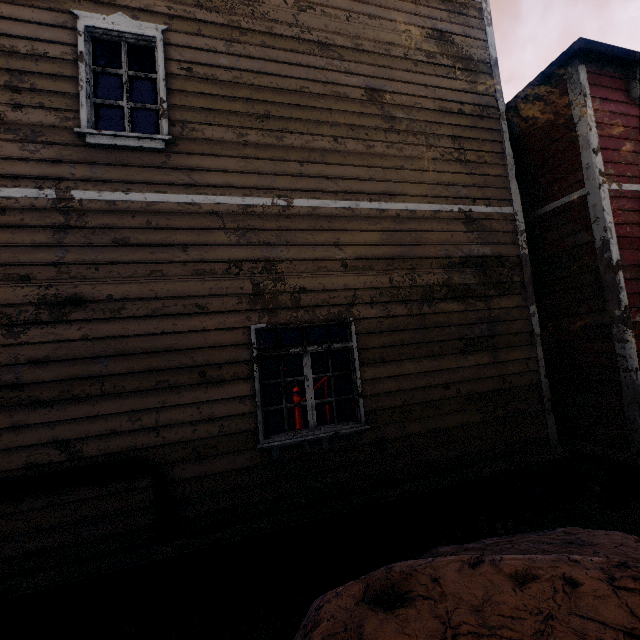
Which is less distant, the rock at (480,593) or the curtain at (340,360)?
the rock at (480,593)

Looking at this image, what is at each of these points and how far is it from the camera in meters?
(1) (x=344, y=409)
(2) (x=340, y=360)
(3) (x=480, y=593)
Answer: (1) curtain, 4.5
(2) curtain, 4.5
(3) rock, 1.6

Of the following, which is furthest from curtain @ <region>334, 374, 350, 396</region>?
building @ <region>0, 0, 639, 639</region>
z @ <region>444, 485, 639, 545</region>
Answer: z @ <region>444, 485, 639, 545</region>

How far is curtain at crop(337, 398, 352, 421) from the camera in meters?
4.5

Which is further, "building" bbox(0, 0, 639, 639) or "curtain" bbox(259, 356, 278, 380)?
"curtain" bbox(259, 356, 278, 380)

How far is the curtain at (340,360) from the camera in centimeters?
451cm

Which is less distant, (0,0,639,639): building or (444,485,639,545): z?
(0,0,639,639): building

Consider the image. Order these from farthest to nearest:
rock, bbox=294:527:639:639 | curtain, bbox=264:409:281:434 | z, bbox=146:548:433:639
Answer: curtain, bbox=264:409:281:434, z, bbox=146:548:433:639, rock, bbox=294:527:639:639
